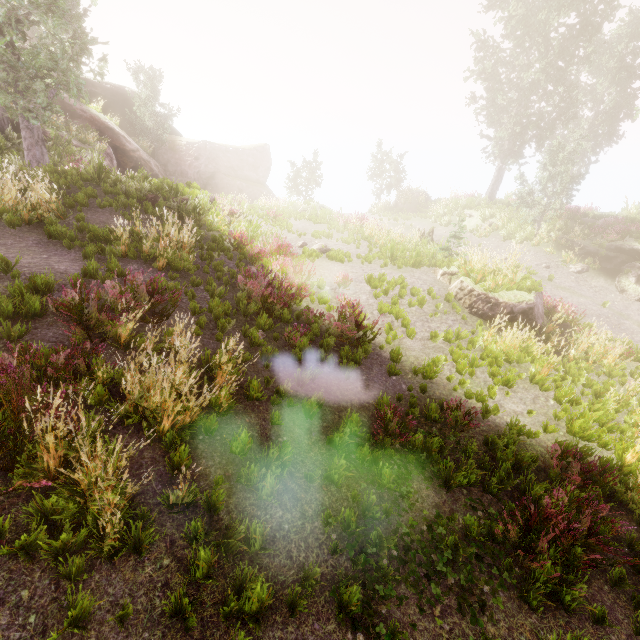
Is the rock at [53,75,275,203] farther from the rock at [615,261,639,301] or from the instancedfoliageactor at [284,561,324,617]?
the rock at [615,261,639,301]

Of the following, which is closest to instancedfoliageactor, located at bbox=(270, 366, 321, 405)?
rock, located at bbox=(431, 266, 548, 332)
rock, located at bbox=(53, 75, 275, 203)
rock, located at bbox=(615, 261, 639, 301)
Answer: rock, located at bbox=(53, 75, 275, 203)

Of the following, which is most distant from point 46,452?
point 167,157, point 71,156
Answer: point 167,157

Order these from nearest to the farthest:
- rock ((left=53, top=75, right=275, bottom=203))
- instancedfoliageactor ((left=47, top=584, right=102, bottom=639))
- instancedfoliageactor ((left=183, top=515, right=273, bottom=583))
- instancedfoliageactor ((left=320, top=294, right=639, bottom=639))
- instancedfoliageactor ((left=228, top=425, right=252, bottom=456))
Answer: instancedfoliageactor ((left=47, top=584, right=102, bottom=639)) < instancedfoliageactor ((left=183, top=515, right=273, bottom=583)) < instancedfoliageactor ((left=320, top=294, right=639, bottom=639)) < instancedfoliageactor ((left=228, top=425, right=252, bottom=456)) < rock ((left=53, top=75, right=275, bottom=203))

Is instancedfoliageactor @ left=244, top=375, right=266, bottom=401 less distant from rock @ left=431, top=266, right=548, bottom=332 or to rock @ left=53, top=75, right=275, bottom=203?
rock @ left=53, top=75, right=275, bottom=203

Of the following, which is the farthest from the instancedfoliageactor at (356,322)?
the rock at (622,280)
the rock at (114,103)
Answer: the rock at (622,280)

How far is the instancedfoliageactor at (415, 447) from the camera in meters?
4.5

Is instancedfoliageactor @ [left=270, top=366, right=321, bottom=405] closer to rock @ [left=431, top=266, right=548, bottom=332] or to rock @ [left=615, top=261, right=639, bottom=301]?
rock @ [left=615, top=261, right=639, bottom=301]
